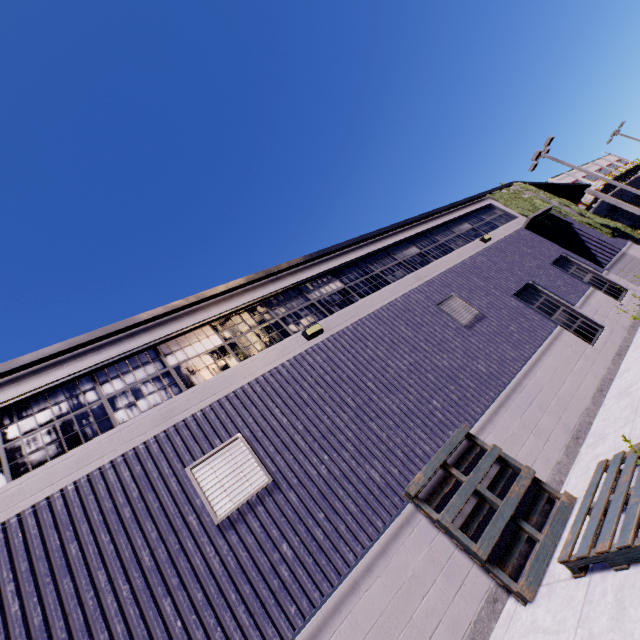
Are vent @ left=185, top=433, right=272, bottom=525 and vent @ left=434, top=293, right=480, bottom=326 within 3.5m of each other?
no

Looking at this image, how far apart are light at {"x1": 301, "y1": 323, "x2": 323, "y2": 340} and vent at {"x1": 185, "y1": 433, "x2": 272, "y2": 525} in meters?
2.6

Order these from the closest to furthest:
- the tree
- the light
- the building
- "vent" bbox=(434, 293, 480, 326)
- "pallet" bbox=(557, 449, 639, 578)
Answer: "pallet" bbox=(557, 449, 639, 578), the building, the light, "vent" bbox=(434, 293, 480, 326), the tree

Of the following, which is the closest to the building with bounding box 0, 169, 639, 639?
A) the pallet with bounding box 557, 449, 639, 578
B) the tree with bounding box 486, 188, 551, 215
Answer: the tree with bounding box 486, 188, 551, 215

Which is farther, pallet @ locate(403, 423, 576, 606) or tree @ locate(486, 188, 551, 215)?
tree @ locate(486, 188, 551, 215)

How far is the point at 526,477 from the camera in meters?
5.4

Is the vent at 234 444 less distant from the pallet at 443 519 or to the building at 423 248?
the building at 423 248

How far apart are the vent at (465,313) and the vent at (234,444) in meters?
6.2 m
